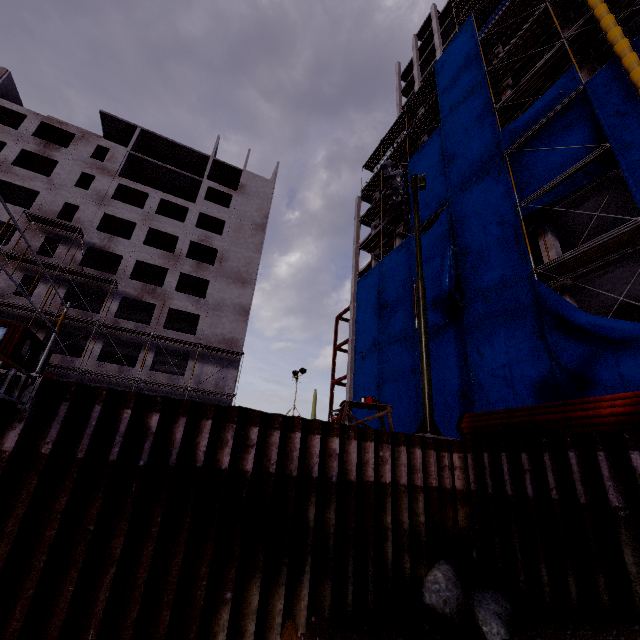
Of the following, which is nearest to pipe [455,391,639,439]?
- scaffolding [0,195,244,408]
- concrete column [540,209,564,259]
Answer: concrete column [540,209,564,259]

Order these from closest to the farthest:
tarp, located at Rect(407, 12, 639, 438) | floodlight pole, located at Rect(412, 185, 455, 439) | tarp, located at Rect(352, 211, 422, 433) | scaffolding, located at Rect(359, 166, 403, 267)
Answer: floodlight pole, located at Rect(412, 185, 455, 439) < tarp, located at Rect(407, 12, 639, 438) < tarp, located at Rect(352, 211, 422, 433) < scaffolding, located at Rect(359, 166, 403, 267)

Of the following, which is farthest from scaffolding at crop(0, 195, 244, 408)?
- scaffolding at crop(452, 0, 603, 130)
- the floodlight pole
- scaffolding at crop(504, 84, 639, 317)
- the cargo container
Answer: the floodlight pole

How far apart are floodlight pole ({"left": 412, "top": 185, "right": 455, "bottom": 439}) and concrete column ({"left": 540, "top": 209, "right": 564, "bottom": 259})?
7.0 meters

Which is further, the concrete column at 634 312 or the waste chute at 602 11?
the concrete column at 634 312

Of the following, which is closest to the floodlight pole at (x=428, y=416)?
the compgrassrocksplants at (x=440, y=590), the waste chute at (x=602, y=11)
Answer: the compgrassrocksplants at (x=440, y=590)

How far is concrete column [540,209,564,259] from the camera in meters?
16.0 m

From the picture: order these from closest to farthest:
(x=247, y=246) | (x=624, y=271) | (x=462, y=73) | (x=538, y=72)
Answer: (x=624, y=271) < (x=538, y=72) < (x=462, y=73) < (x=247, y=246)
